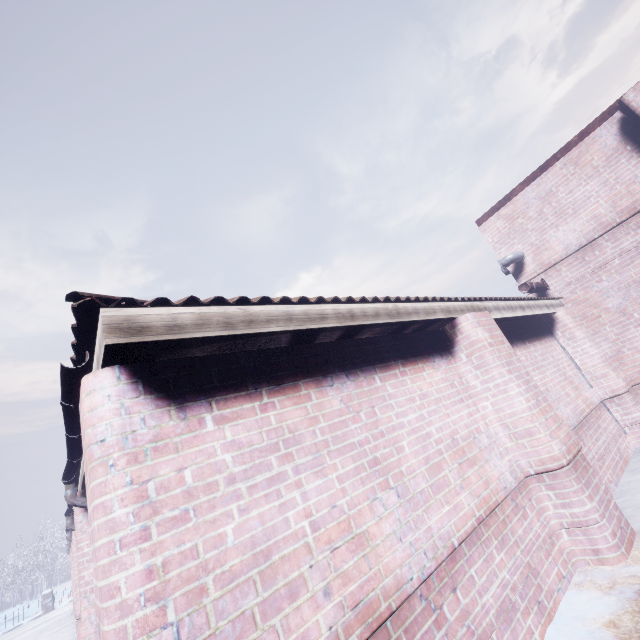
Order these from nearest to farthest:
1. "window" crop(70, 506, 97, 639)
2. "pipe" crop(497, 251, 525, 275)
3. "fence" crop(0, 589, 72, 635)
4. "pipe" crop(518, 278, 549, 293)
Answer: "window" crop(70, 506, 97, 639)
"pipe" crop(518, 278, 549, 293)
"pipe" crop(497, 251, 525, 275)
"fence" crop(0, 589, 72, 635)

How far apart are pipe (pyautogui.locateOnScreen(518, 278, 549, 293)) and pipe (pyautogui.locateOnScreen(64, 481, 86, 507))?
6.57m

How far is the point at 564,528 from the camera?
2.6m

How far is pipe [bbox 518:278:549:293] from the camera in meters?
5.2

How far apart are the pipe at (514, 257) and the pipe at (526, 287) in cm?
54

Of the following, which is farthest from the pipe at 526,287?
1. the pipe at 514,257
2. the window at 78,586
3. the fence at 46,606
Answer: the fence at 46,606

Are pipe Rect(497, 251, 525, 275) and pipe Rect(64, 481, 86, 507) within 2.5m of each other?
no

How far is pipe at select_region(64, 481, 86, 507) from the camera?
3.5m
